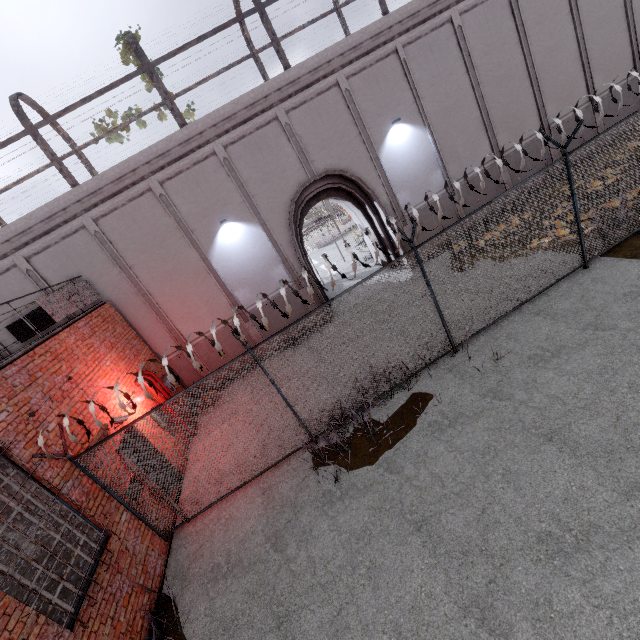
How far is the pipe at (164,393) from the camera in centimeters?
Answer: 984cm

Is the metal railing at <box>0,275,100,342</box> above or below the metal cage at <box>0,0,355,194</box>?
below

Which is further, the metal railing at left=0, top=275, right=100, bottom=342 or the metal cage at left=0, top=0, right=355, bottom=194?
the metal cage at left=0, top=0, right=355, bottom=194

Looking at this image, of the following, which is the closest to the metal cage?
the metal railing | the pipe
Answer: the metal railing

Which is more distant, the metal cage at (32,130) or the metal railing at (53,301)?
the metal cage at (32,130)

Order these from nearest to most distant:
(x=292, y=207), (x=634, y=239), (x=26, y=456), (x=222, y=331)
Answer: (x=26, y=456)
(x=634, y=239)
(x=292, y=207)
(x=222, y=331)

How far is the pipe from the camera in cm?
984

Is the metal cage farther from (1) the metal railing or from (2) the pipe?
(2) the pipe
